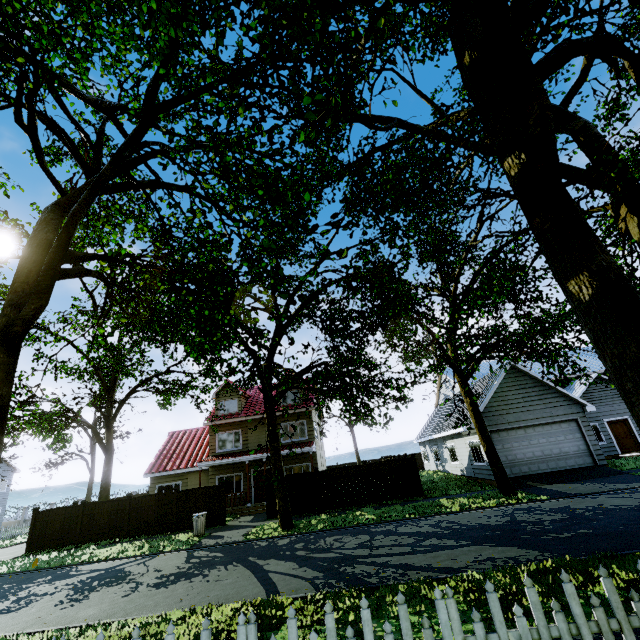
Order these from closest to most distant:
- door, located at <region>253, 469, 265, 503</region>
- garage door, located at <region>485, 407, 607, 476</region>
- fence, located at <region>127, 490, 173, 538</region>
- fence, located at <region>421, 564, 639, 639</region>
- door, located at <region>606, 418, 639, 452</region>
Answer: fence, located at <region>421, 564, 639, 639</region> < garage door, located at <region>485, 407, 607, 476</region> < fence, located at <region>127, 490, 173, 538</region> < door, located at <region>606, 418, 639, 452</region> < door, located at <region>253, 469, 265, 503</region>

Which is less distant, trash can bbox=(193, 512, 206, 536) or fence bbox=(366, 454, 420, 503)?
trash can bbox=(193, 512, 206, 536)

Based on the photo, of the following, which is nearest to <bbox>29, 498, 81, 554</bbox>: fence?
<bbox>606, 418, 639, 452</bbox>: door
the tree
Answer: the tree

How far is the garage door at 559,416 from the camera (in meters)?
17.44

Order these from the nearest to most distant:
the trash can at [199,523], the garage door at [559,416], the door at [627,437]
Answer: the trash can at [199,523] < the garage door at [559,416] < the door at [627,437]

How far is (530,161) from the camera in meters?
2.9 m

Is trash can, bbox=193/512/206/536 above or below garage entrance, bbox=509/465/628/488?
above
